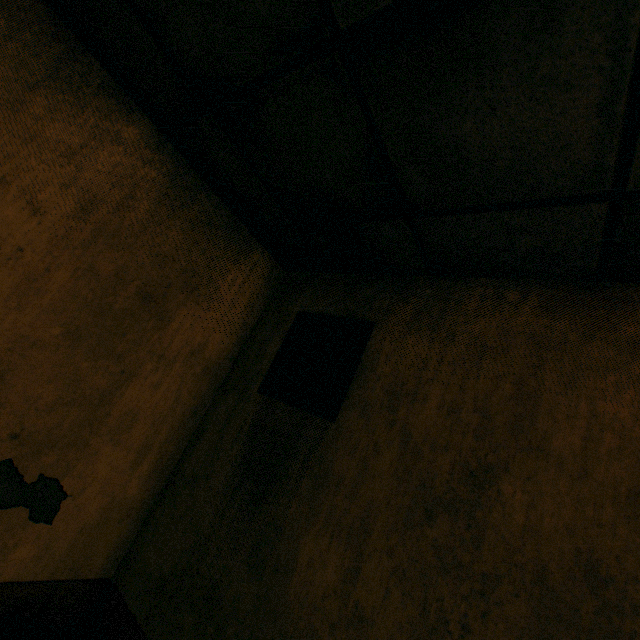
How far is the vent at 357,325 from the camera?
1.58m

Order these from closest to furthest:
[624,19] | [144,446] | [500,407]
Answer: [624,19] < [500,407] < [144,446]

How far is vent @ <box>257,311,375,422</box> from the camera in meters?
1.6
